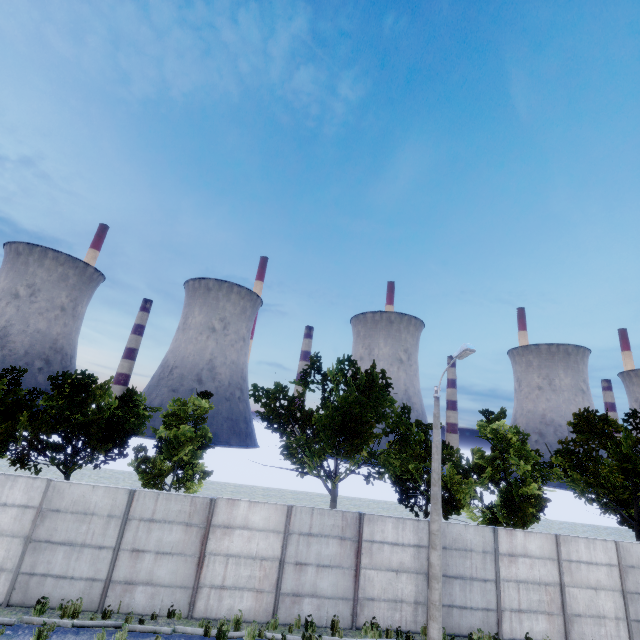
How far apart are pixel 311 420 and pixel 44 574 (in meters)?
11.47
